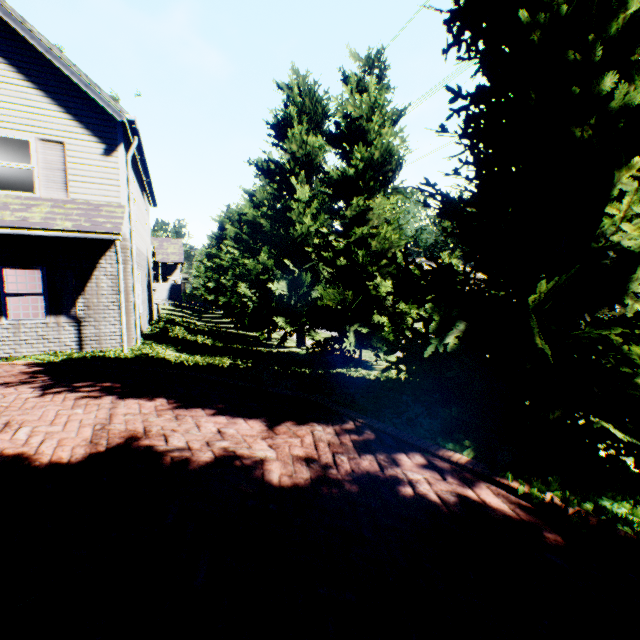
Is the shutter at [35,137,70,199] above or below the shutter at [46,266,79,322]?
above

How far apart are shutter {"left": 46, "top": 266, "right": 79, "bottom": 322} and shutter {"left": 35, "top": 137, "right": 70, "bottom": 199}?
1.83m

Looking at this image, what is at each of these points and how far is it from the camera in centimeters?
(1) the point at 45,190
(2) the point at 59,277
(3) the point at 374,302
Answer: (1) shutter, 898cm
(2) shutter, 929cm
(3) tree, 945cm

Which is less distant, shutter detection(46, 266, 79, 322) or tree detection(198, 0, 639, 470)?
tree detection(198, 0, 639, 470)

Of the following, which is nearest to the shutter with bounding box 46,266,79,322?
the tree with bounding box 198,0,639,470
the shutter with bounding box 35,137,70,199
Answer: the shutter with bounding box 35,137,70,199

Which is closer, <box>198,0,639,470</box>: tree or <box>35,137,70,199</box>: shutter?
<box>198,0,639,470</box>: tree

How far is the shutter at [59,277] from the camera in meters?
9.2 m

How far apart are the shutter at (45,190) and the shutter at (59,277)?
1.83m
